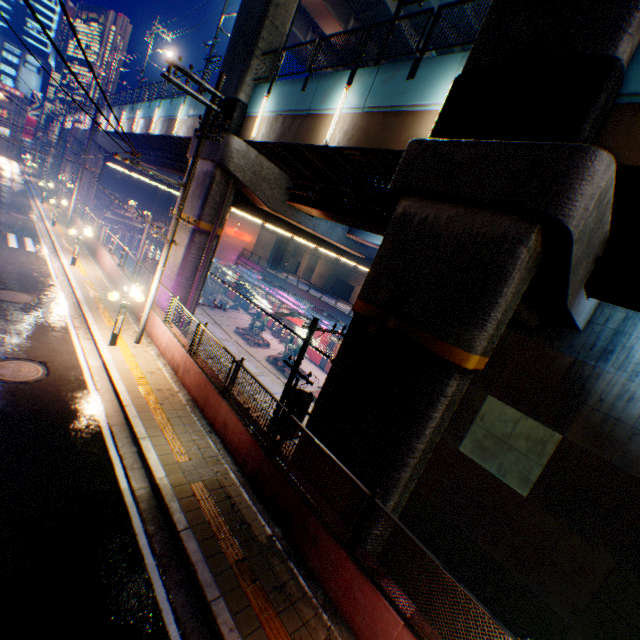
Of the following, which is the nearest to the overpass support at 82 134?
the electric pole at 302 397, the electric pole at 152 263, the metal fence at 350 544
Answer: the metal fence at 350 544

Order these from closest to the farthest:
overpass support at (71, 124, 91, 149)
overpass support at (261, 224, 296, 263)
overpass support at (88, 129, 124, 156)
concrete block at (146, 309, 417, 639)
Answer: concrete block at (146, 309, 417, 639) → overpass support at (88, 129, 124, 156) → overpass support at (71, 124, 91, 149) → overpass support at (261, 224, 296, 263)

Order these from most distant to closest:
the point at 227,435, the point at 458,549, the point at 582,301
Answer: the point at 458,549 < the point at 582,301 < the point at 227,435

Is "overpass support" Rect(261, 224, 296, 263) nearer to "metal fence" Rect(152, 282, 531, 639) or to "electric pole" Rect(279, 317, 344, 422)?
"metal fence" Rect(152, 282, 531, 639)

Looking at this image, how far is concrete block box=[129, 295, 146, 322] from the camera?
14.1m

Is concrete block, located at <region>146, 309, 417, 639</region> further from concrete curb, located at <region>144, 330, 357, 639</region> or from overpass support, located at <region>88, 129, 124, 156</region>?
overpass support, located at <region>88, 129, 124, 156</region>

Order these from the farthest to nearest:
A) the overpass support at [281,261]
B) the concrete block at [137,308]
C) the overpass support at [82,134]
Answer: the overpass support at [281,261], the overpass support at [82,134], the concrete block at [137,308]

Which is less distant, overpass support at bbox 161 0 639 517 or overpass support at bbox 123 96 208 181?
overpass support at bbox 161 0 639 517
